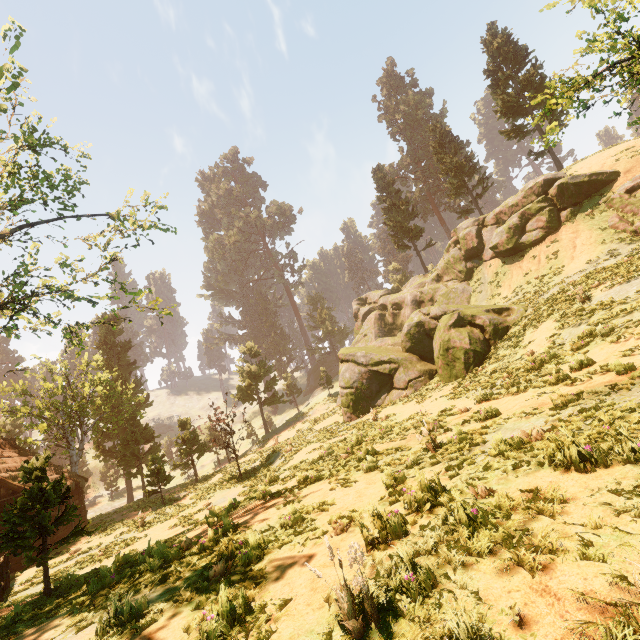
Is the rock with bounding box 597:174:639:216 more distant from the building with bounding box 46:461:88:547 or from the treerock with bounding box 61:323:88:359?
the building with bounding box 46:461:88:547

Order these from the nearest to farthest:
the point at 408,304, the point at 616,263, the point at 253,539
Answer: the point at 253,539, the point at 616,263, the point at 408,304

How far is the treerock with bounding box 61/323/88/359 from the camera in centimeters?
1283cm

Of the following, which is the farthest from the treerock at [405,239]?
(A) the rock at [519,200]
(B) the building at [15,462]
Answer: (A) the rock at [519,200]

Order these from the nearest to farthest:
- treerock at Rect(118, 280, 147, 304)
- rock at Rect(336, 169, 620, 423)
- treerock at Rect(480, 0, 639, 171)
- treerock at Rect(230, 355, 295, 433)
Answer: treerock at Rect(480, 0, 639, 171)
treerock at Rect(118, 280, 147, 304)
rock at Rect(336, 169, 620, 423)
treerock at Rect(230, 355, 295, 433)

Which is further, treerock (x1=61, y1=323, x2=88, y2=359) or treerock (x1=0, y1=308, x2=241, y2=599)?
treerock (x1=61, y1=323, x2=88, y2=359)

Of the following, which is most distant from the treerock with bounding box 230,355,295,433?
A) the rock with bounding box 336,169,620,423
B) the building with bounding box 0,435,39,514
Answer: the rock with bounding box 336,169,620,423

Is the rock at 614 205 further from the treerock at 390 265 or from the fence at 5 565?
the fence at 5 565
